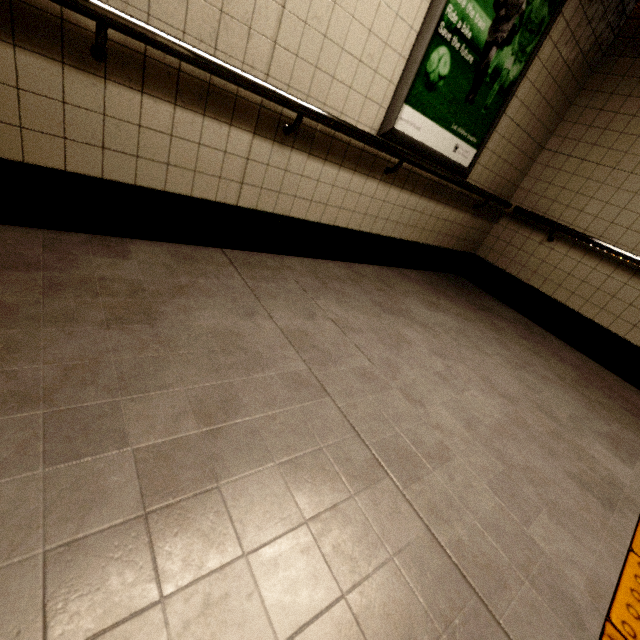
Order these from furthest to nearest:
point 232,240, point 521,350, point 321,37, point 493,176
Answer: point 493,176 → point 521,350 → point 232,240 → point 321,37

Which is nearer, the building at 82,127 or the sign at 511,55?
the building at 82,127

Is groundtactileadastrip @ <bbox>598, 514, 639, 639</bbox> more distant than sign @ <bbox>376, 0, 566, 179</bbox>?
No

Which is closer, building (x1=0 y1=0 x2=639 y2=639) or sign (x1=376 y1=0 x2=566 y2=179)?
building (x1=0 y1=0 x2=639 y2=639)

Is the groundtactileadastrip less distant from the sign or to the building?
the building

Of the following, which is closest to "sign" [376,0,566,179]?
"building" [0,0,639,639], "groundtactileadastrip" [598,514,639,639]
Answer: "building" [0,0,639,639]

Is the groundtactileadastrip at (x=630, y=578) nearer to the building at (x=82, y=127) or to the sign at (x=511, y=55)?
the building at (x=82, y=127)
